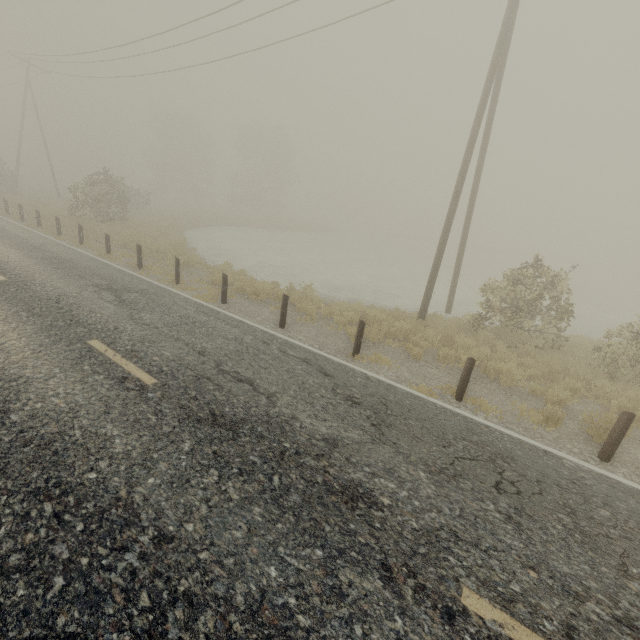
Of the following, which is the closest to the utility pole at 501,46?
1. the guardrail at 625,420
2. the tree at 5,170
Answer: the guardrail at 625,420

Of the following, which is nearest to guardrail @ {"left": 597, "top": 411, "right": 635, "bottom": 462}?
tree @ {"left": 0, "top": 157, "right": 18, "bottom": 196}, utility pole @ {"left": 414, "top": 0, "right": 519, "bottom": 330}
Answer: utility pole @ {"left": 414, "top": 0, "right": 519, "bottom": 330}

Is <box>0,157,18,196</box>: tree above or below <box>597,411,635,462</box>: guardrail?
above

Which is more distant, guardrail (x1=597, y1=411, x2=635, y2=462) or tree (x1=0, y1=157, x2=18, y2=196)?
tree (x1=0, y1=157, x2=18, y2=196)

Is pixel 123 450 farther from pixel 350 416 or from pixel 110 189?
pixel 110 189

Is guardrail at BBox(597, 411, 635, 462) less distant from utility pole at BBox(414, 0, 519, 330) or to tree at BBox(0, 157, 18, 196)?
utility pole at BBox(414, 0, 519, 330)

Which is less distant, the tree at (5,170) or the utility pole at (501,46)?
the utility pole at (501,46)
